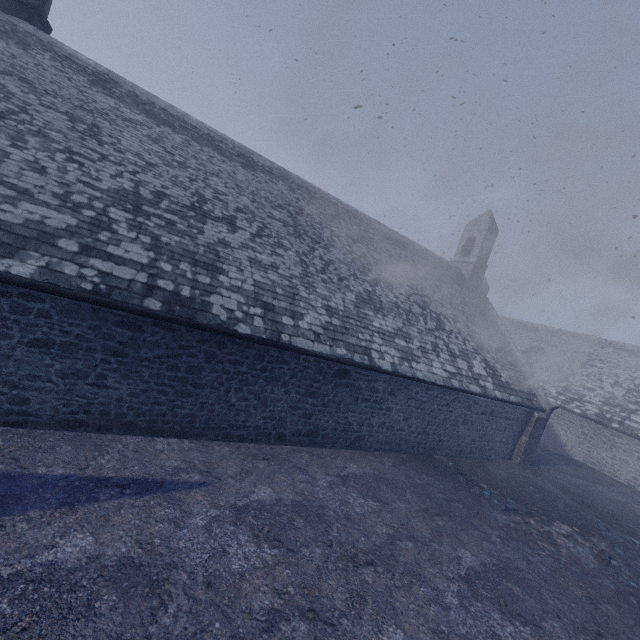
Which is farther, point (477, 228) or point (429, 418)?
point (477, 228)
